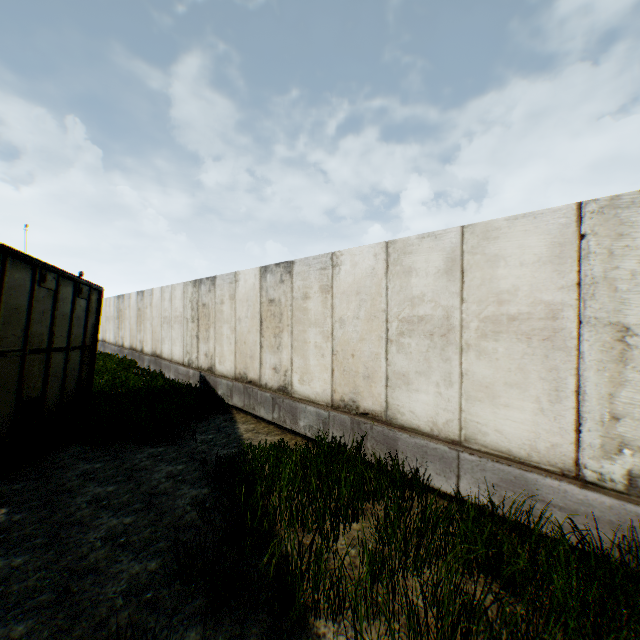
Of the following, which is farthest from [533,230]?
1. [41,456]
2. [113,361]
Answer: [113,361]
